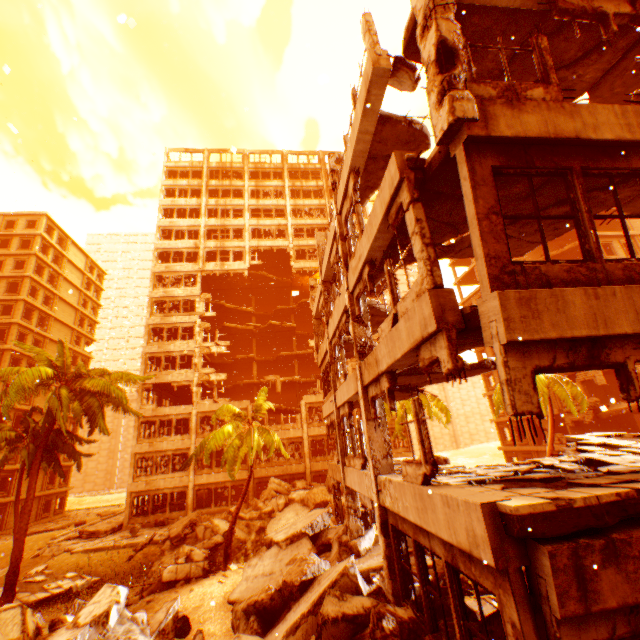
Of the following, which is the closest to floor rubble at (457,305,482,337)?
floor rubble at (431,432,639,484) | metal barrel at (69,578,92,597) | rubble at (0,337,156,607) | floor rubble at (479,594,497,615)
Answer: floor rubble at (431,432,639,484)

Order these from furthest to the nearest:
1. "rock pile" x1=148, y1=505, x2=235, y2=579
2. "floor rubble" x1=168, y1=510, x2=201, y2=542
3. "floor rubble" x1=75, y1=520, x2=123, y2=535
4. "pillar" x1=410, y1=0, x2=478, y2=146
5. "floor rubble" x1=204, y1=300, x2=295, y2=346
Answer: "floor rubble" x1=204, y1=300, x2=295, y2=346, "floor rubble" x1=75, y1=520, x2=123, y2=535, "floor rubble" x1=168, y1=510, x2=201, y2=542, "rock pile" x1=148, y1=505, x2=235, y2=579, "pillar" x1=410, y1=0, x2=478, y2=146

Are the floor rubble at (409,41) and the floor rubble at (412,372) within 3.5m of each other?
no

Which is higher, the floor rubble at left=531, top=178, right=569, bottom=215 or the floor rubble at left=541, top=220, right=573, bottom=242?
the floor rubble at left=541, top=220, right=573, bottom=242

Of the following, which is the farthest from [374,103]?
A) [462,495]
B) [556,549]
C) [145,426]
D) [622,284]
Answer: [145,426]

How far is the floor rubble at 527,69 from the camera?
7.0m

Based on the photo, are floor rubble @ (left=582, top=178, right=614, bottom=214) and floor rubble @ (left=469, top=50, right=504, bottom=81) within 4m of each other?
yes

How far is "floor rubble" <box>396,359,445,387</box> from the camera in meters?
9.7
